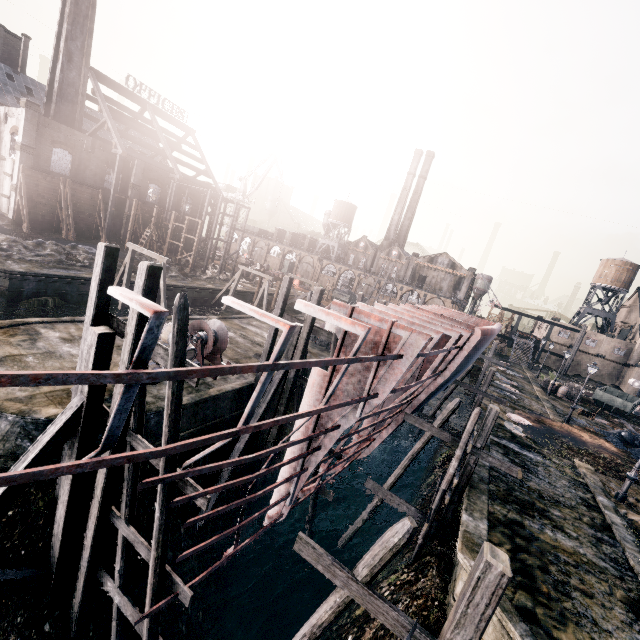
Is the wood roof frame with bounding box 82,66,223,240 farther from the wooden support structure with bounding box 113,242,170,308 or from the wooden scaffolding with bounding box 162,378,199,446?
the wooden scaffolding with bounding box 162,378,199,446

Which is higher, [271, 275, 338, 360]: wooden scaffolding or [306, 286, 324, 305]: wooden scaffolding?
[306, 286, 324, 305]: wooden scaffolding

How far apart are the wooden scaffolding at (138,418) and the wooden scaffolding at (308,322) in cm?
832

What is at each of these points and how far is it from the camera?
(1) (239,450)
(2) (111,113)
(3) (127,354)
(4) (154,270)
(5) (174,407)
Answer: (1) wooden brace, 15.1m
(2) wood roof frame, 44.7m
(3) wooden scaffolding, 8.5m
(4) wooden scaffolding, 8.2m
(5) wooden scaffolding, 7.9m

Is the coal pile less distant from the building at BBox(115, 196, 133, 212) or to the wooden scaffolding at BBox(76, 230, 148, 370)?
the wooden scaffolding at BBox(76, 230, 148, 370)

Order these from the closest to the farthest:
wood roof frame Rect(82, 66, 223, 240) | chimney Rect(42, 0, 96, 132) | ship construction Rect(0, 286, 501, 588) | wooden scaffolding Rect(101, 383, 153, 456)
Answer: ship construction Rect(0, 286, 501, 588)
wooden scaffolding Rect(101, 383, 153, 456)
chimney Rect(42, 0, 96, 132)
wood roof frame Rect(82, 66, 223, 240)

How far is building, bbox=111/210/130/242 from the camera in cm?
4597

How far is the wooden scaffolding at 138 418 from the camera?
9.0 meters
